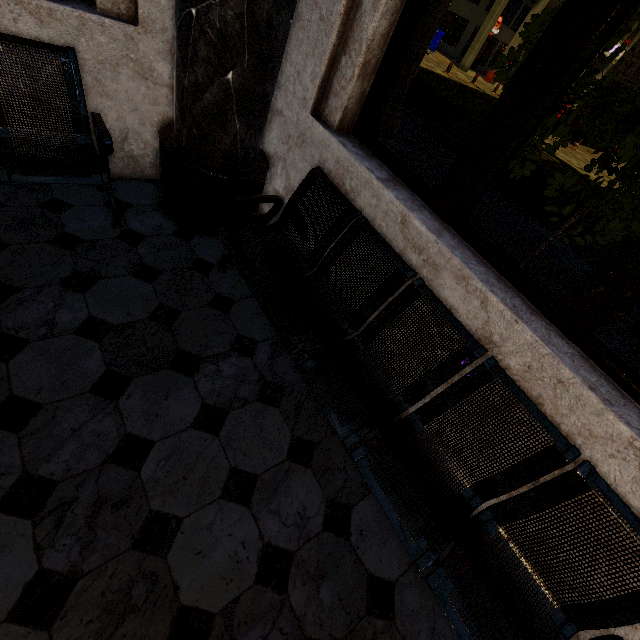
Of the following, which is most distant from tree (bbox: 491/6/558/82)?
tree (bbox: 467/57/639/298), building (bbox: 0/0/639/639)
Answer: tree (bbox: 467/57/639/298)

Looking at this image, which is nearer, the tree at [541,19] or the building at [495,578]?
the building at [495,578]

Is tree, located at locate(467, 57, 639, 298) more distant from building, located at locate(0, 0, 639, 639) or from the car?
the car

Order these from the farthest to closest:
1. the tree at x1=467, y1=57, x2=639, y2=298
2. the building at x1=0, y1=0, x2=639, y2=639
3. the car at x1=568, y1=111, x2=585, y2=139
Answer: the car at x1=568, y1=111, x2=585, y2=139
the tree at x1=467, y1=57, x2=639, y2=298
the building at x1=0, y1=0, x2=639, y2=639

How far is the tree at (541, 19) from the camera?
3.2 meters

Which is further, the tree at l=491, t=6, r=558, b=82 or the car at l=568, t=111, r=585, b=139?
the car at l=568, t=111, r=585, b=139

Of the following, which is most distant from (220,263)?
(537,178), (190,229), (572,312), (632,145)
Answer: (537,178)

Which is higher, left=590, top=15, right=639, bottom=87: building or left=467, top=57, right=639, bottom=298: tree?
left=590, top=15, right=639, bottom=87: building
